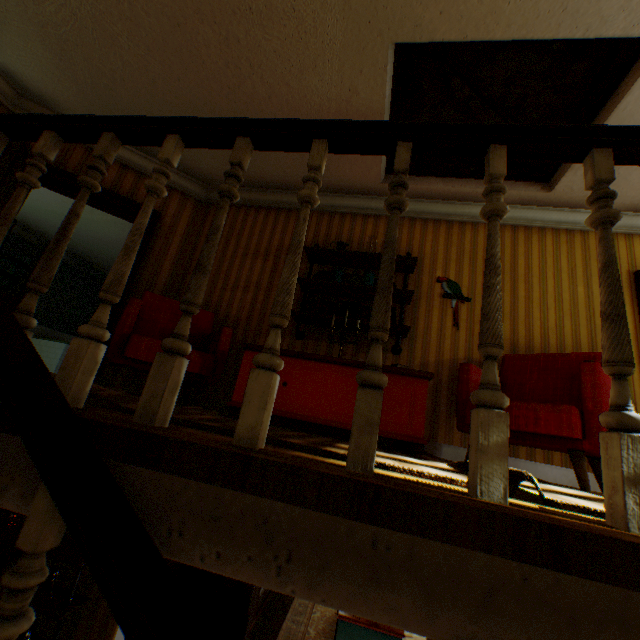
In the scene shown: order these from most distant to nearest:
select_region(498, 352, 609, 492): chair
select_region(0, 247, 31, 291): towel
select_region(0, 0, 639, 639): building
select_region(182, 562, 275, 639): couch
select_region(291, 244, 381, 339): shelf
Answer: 1. select_region(0, 247, 31, 291): towel
2. select_region(182, 562, 275, 639): couch
3. select_region(291, 244, 381, 339): shelf
4. select_region(498, 352, 609, 492): chair
5. select_region(0, 0, 639, 639): building

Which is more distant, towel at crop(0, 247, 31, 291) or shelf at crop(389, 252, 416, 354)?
towel at crop(0, 247, 31, 291)

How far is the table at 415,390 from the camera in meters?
2.5

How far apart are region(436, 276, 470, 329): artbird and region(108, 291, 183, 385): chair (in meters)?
2.54

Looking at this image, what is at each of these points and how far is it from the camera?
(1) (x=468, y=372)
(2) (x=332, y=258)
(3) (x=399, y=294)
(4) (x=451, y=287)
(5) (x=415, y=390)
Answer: (1) chair, 2.80m
(2) shelf, 4.09m
(3) shelf, 3.71m
(4) artbird, 3.94m
(5) table, 2.57m

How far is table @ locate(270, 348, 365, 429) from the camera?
2.6 meters

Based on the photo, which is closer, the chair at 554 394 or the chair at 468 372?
the chair at 554 394

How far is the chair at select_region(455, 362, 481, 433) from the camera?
2.60m
